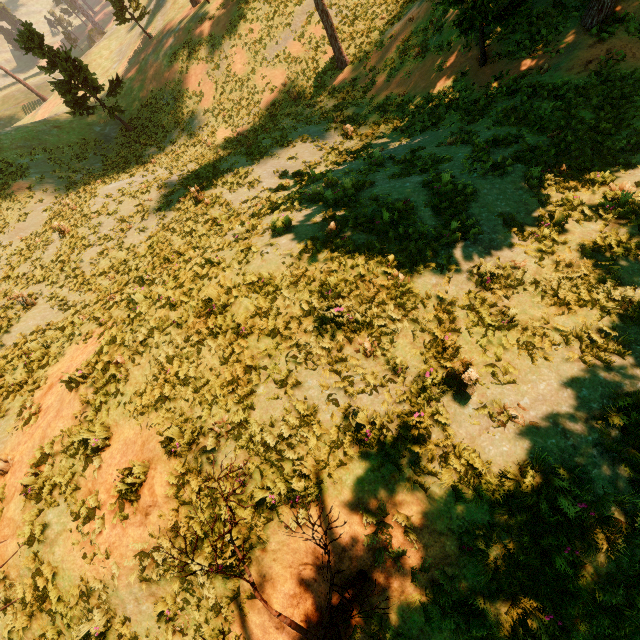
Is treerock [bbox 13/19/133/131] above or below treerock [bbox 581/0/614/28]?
above

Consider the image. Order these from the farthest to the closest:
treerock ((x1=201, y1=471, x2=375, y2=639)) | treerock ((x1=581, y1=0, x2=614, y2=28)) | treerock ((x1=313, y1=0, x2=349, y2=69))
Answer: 1. treerock ((x1=313, y1=0, x2=349, y2=69))
2. treerock ((x1=581, y1=0, x2=614, y2=28))
3. treerock ((x1=201, y1=471, x2=375, y2=639))

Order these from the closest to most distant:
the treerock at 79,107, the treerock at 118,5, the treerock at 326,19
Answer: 1. the treerock at 326,19
2. the treerock at 79,107
3. the treerock at 118,5

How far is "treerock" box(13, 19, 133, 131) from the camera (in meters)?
22.42

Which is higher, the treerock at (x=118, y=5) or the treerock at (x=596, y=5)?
the treerock at (x=118, y=5)

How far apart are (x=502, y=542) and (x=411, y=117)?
18.3m

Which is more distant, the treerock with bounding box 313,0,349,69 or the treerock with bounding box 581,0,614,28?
the treerock with bounding box 313,0,349,69
